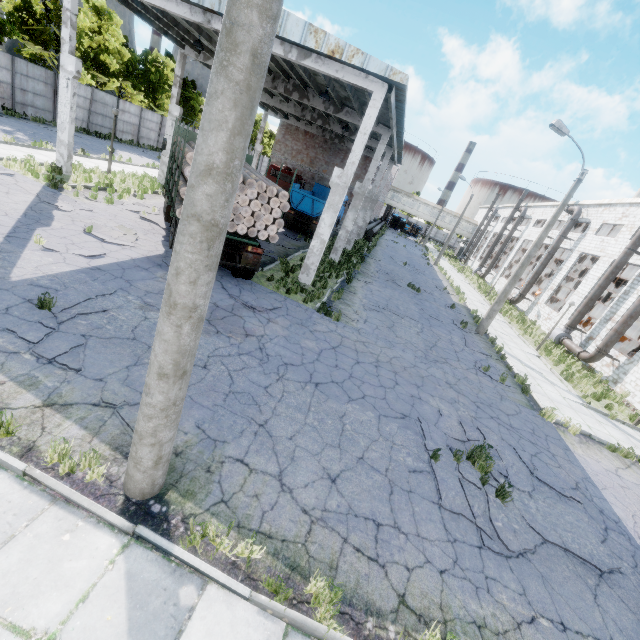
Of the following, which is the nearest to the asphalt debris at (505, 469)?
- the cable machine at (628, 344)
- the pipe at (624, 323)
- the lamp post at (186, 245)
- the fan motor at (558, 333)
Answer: the lamp post at (186, 245)

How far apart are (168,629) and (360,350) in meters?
8.0

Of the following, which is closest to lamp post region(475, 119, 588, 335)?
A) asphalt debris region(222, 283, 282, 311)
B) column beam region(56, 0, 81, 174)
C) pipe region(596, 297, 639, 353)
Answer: pipe region(596, 297, 639, 353)

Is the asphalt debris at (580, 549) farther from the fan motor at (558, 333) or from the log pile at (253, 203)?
the fan motor at (558, 333)

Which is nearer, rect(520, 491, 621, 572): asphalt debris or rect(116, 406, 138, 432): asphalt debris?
rect(116, 406, 138, 432): asphalt debris

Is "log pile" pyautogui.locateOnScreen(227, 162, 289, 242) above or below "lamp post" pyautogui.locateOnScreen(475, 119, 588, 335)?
below

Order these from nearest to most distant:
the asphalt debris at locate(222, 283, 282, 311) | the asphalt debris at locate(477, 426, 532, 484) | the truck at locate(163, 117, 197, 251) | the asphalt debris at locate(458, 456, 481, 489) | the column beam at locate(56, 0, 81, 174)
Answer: the asphalt debris at locate(458, 456, 481, 489)
the asphalt debris at locate(477, 426, 532, 484)
the truck at locate(163, 117, 197, 251)
the asphalt debris at locate(222, 283, 282, 311)
the column beam at locate(56, 0, 81, 174)

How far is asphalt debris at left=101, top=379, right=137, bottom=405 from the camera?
5.1m
